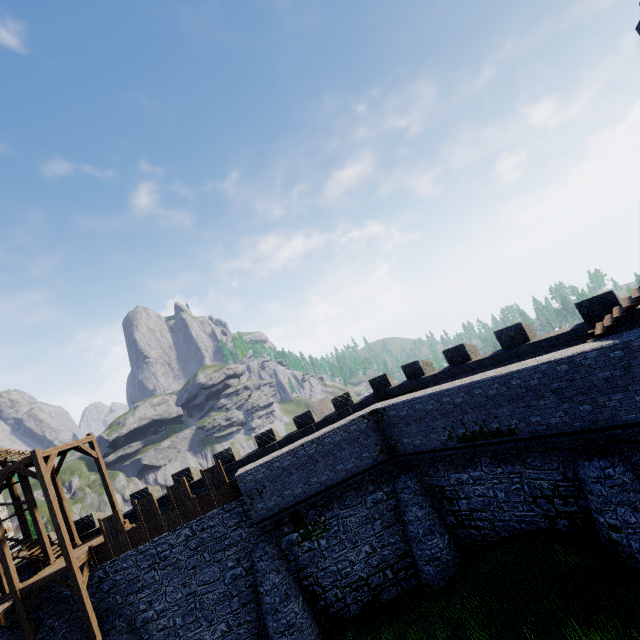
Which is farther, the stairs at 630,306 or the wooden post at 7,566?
the wooden post at 7,566

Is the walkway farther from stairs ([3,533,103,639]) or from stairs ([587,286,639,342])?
stairs ([587,286,639,342])

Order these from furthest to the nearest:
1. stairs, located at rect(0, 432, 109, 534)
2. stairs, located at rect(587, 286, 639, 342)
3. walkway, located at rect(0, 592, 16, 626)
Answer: stairs, located at rect(0, 432, 109, 534)
walkway, located at rect(0, 592, 16, 626)
stairs, located at rect(587, 286, 639, 342)

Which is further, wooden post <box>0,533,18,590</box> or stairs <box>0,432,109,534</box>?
stairs <box>0,432,109,534</box>

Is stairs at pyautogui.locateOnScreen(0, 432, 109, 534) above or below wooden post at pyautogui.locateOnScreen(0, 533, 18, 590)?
above

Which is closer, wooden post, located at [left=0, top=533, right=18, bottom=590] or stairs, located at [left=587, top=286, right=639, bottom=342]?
stairs, located at [left=587, top=286, right=639, bottom=342]

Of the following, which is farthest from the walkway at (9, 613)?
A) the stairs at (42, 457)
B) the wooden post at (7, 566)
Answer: the wooden post at (7, 566)

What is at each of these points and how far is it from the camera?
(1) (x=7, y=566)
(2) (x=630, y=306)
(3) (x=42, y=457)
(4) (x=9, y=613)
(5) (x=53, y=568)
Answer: (1) wooden post, 16.0m
(2) stairs, 10.4m
(3) stairs, 16.9m
(4) walkway, 15.9m
(5) stairs, 17.0m
